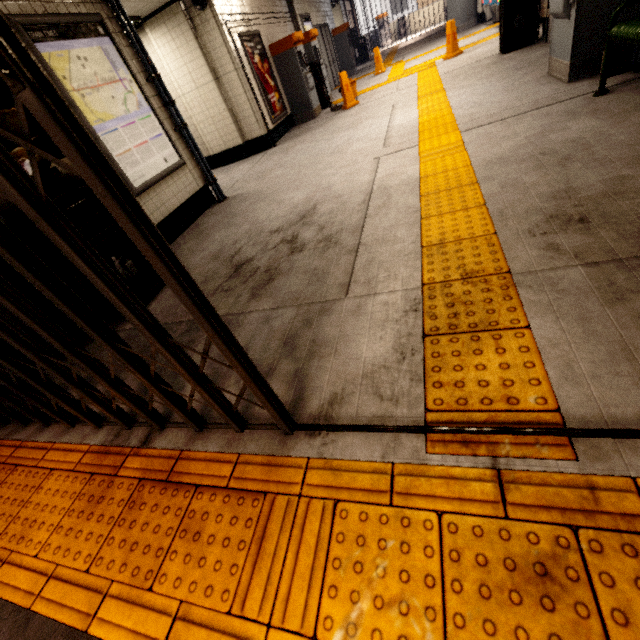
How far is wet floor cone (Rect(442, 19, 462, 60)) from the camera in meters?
8.3

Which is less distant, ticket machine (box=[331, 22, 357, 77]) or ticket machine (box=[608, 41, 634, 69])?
ticket machine (box=[608, 41, 634, 69])

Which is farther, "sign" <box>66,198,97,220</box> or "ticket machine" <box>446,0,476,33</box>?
"ticket machine" <box>446,0,476,33</box>

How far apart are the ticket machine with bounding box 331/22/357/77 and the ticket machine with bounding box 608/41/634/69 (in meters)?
13.37

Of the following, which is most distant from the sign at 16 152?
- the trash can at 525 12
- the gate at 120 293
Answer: the trash can at 525 12

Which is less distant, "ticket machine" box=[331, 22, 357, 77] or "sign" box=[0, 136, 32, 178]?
"sign" box=[0, 136, 32, 178]

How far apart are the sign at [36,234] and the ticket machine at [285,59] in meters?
7.0

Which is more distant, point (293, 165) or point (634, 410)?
point (293, 165)
